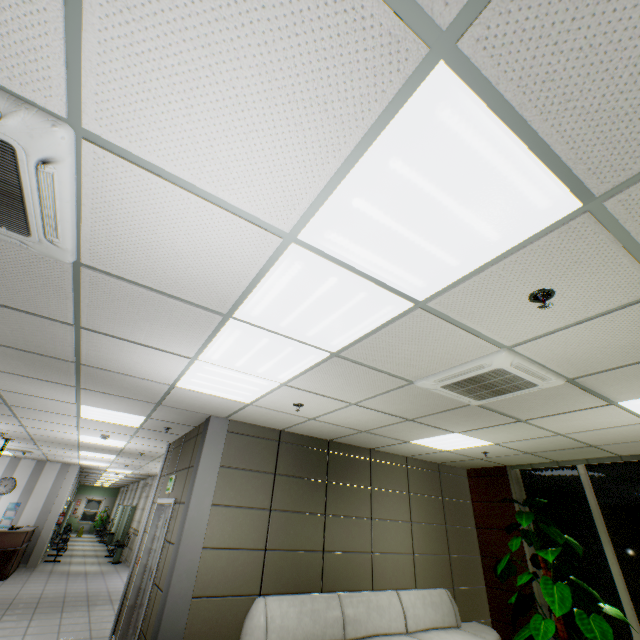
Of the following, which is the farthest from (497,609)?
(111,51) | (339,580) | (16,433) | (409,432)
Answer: (16,433)

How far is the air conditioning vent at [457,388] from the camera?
2.7m

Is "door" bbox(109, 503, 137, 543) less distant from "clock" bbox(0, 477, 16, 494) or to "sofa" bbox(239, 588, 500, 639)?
"clock" bbox(0, 477, 16, 494)

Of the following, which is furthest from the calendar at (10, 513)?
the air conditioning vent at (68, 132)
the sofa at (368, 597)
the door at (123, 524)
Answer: the air conditioning vent at (68, 132)

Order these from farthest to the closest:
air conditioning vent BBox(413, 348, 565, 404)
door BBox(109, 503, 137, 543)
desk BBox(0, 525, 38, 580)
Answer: door BBox(109, 503, 137, 543), desk BBox(0, 525, 38, 580), air conditioning vent BBox(413, 348, 565, 404)

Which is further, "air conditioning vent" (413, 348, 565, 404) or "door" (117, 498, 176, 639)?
"door" (117, 498, 176, 639)

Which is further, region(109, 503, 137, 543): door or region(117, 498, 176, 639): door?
region(109, 503, 137, 543): door

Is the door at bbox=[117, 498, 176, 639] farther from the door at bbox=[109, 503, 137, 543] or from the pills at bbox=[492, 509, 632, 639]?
the door at bbox=[109, 503, 137, 543]
